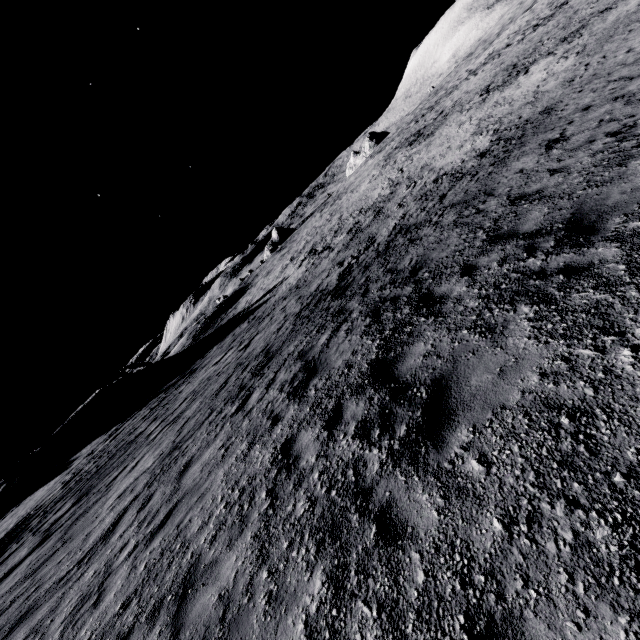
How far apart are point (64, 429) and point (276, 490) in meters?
40.4
